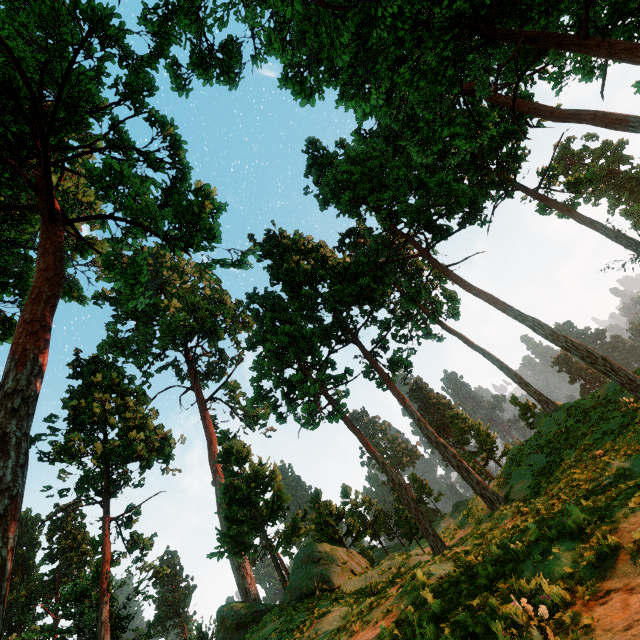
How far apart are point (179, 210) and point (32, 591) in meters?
65.0 m
